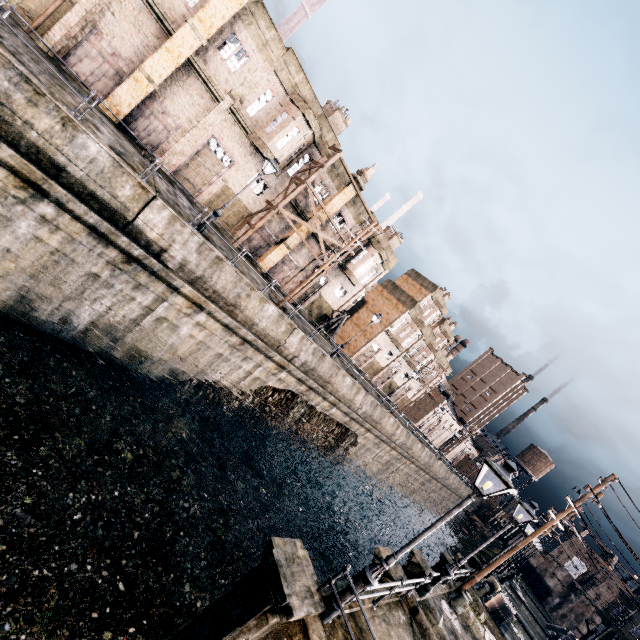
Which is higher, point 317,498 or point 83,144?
point 83,144

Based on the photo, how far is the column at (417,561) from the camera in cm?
1206

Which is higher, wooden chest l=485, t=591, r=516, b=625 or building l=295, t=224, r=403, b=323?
building l=295, t=224, r=403, b=323

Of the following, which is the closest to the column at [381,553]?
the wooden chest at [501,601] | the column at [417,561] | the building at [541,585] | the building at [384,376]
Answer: the column at [417,561]

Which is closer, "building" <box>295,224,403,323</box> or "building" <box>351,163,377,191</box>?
"building" <box>351,163,377,191</box>

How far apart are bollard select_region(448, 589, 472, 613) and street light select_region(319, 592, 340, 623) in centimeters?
1234cm
